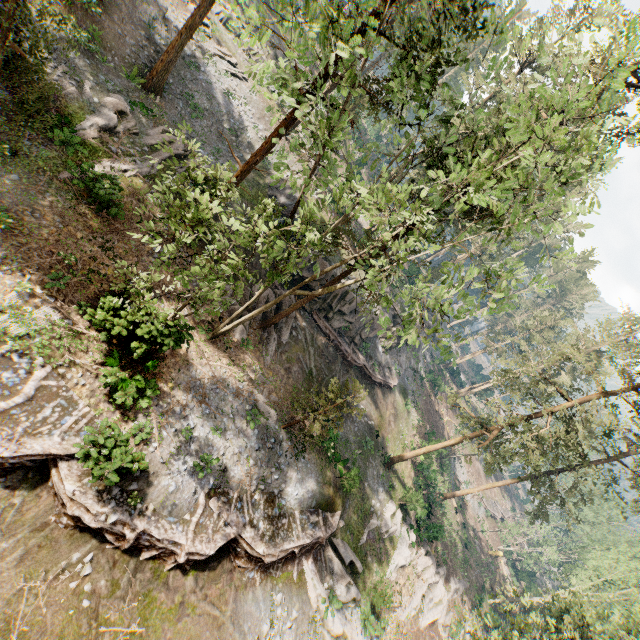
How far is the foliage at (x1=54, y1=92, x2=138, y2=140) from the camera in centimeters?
1761cm

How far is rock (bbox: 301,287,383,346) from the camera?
27.58m

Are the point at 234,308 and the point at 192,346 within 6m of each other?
yes

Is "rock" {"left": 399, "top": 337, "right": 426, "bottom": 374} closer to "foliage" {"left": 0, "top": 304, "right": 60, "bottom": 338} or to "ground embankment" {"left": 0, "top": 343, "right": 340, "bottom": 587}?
"ground embankment" {"left": 0, "top": 343, "right": 340, "bottom": 587}

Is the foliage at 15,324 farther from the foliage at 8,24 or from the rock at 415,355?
the rock at 415,355

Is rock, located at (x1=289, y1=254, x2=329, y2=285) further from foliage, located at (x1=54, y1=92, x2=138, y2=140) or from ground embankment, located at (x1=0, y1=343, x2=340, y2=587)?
ground embankment, located at (x1=0, y1=343, x2=340, y2=587)

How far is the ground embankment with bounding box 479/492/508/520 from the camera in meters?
52.8 m

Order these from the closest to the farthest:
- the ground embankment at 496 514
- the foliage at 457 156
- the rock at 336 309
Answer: the foliage at 457 156 → the rock at 336 309 → the ground embankment at 496 514
